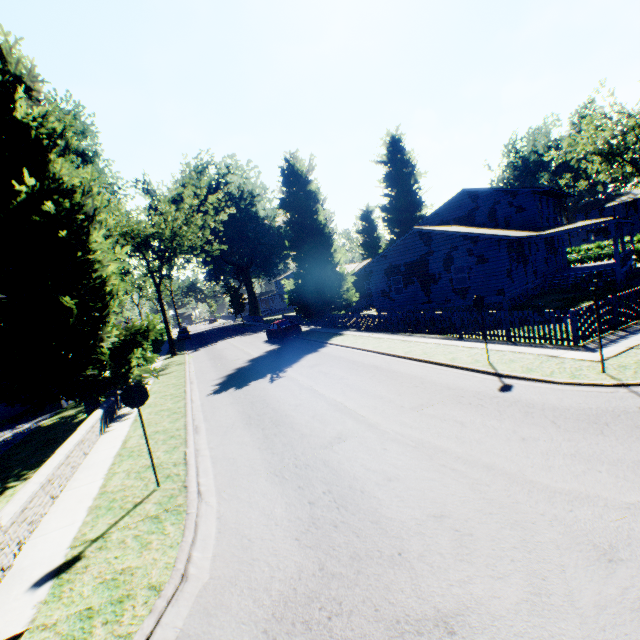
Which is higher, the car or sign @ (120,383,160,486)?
→ sign @ (120,383,160,486)

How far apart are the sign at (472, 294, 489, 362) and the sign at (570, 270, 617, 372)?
2.53m

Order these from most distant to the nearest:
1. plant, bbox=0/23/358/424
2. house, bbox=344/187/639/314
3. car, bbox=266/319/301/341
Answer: car, bbox=266/319/301/341
house, bbox=344/187/639/314
plant, bbox=0/23/358/424

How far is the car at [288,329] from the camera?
26.5m

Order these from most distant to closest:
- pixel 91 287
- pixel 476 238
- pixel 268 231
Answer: pixel 268 231 < pixel 476 238 < pixel 91 287

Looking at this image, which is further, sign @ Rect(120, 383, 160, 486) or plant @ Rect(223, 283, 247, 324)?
plant @ Rect(223, 283, 247, 324)

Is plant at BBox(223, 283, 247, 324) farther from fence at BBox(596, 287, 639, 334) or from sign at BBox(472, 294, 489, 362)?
sign at BBox(472, 294, 489, 362)

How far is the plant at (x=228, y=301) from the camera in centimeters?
5597cm
